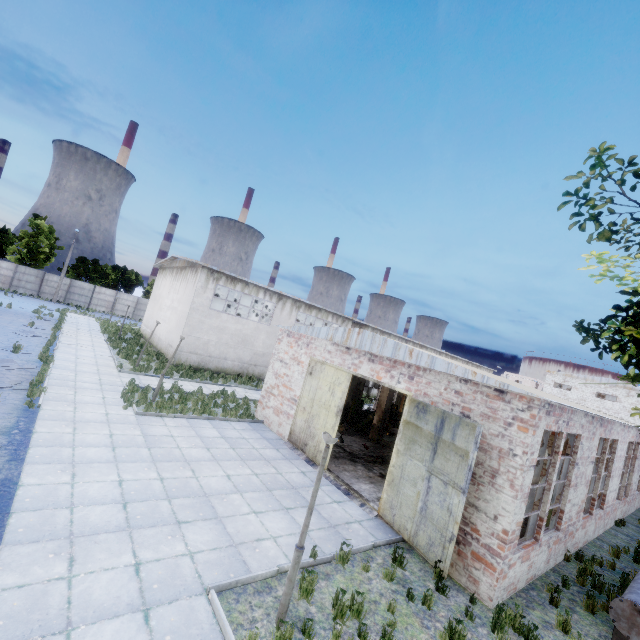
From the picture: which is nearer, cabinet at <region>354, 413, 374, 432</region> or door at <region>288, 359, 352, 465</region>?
door at <region>288, 359, 352, 465</region>

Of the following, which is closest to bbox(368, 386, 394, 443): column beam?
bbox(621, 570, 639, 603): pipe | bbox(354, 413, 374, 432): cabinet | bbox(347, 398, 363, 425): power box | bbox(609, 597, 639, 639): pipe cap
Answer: bbox(354, 413, 374, 432): cabinet

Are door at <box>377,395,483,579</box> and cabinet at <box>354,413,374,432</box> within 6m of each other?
no

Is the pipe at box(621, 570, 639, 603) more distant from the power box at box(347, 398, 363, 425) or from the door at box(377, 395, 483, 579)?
the power box at box(347, 398, 363, 425)

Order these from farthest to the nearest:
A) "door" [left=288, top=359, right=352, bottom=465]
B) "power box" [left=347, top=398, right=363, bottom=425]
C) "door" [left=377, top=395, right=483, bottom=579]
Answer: "power box" [left=347, top=398, right=363, bottom=425] < "door" [left=288, top=359, right=352, bottom=465] < "door" [left=377, top=395, right=483, bottom=579]

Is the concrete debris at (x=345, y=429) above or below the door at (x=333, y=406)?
below

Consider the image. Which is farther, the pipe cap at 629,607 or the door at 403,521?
the door at 403,521

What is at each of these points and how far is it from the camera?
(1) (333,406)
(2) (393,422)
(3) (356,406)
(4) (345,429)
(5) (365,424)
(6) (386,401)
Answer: (1) door, 13.0m
(2) band saw, 21.2m
(3) power box, 21.2m
(4) concrete debris, 18.9m
(5) cabinet, 20.0m
(6) column beam, 18.4m
